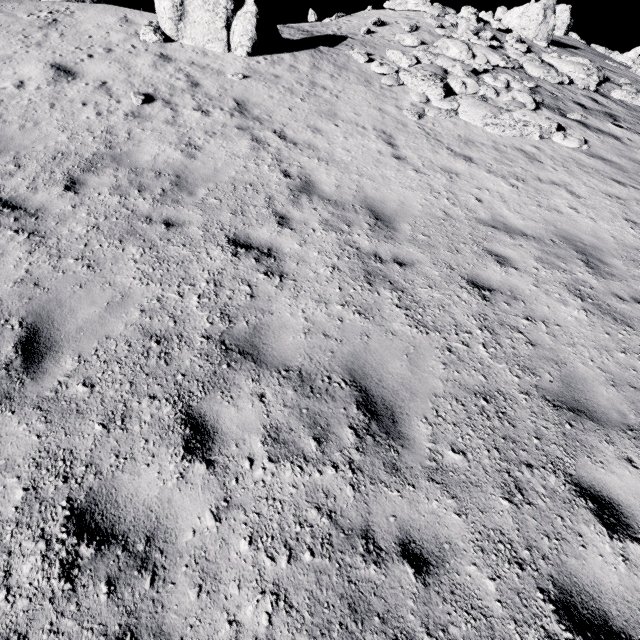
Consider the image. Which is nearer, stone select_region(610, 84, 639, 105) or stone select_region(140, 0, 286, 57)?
stone select_region(140, 0, 286, 57)

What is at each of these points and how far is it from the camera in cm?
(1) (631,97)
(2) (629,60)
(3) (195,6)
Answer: (1) stone, 1418
(2) stone, 2891
(3) stone, 1088

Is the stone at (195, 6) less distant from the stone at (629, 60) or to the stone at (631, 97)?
the stone at (631, 97)

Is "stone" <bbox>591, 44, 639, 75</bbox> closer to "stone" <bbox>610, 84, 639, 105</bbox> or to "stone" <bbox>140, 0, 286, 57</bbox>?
"stone" <bbox>610, 84, 639, 105</bbox>

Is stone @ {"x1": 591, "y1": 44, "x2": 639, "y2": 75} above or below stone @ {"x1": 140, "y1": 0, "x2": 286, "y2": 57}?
above

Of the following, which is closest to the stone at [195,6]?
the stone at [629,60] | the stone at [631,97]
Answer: the stone at [631,97]

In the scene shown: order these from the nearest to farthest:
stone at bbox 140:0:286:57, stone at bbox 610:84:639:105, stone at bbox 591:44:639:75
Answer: stone at bbox 140:0:286:57 → stone at bbox 610:84:639:105 → stone at bbox 591:44:639:75
